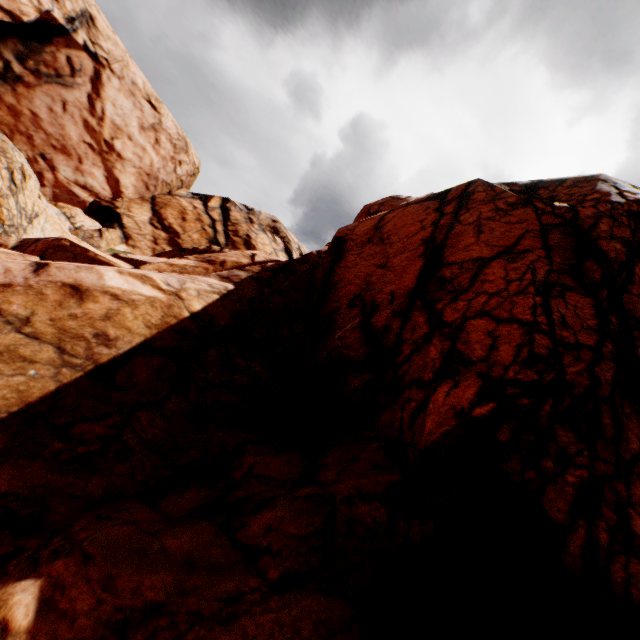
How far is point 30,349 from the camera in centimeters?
591cm
